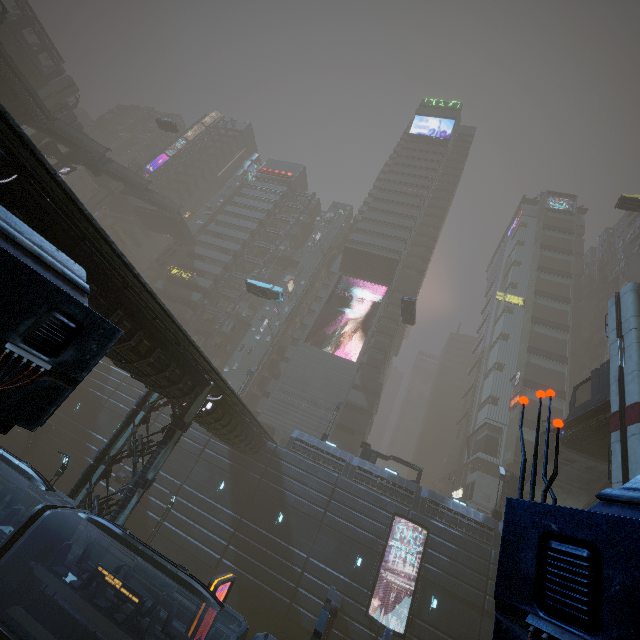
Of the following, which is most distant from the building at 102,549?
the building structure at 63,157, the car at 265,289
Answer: the car at 265,289

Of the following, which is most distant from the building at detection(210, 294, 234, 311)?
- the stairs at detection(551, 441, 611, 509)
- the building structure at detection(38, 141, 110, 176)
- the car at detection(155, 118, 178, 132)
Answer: the car at detection(155, 118, 178, 132)

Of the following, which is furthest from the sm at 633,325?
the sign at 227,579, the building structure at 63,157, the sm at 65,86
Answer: the sm at 65,86

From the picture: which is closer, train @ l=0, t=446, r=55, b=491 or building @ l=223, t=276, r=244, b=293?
train @ l=0, t=446, r=55, b=491

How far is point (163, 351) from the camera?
13.6 meters

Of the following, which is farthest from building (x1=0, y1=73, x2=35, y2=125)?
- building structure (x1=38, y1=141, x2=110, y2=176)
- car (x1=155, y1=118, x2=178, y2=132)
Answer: car (x1=155, y1=118, x2=178, y2=132)

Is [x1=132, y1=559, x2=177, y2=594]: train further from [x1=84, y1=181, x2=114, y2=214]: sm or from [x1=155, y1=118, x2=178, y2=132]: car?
[x1=84, y1=181, x2=114, y2=214]: sm

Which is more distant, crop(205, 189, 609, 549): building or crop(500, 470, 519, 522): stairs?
crop(205, 189, 609, 549): building
